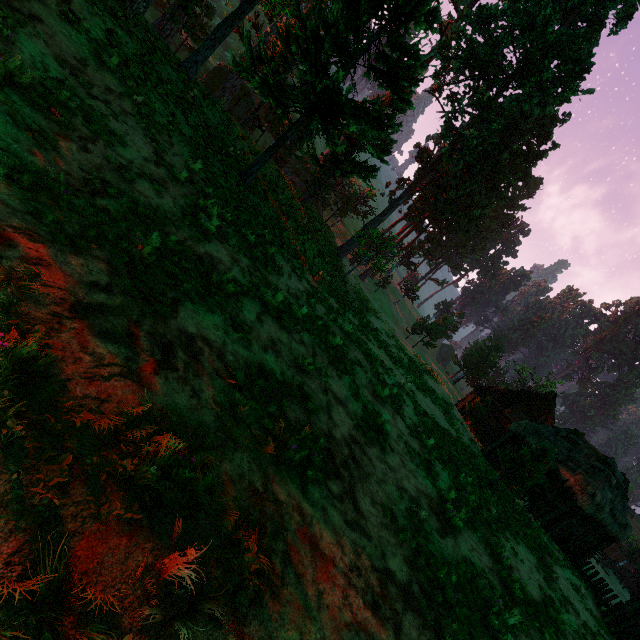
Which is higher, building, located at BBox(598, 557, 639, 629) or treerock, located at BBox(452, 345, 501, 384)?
treerock, located at BBox(452, 345, 501, 384)

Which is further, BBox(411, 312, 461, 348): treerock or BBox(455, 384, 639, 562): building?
BBox(411, 312, 461, 348): treerock

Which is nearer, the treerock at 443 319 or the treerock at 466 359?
the treerock at 443 319

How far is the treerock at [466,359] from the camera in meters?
45.6

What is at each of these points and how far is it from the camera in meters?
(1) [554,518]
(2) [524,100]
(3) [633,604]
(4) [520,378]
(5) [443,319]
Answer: (1) building, 19.8 m
(2) treerock, 27.9 m
(3) building, 18.4 m
(4) treerock, 56.0 m
(5) treerock, 39.9 m

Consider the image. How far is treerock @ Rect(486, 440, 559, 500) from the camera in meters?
15.0

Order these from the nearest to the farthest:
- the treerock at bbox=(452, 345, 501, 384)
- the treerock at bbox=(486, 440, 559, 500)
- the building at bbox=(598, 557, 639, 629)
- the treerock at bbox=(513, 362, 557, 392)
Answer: the treerock at bbox=(486, 440, 559, 500), the building at bbox=(598, 557, 639, 629), the treerock at bbox=(452, 345, 501, 384), the treerock at bbox=(513, 362, 557, 392)
